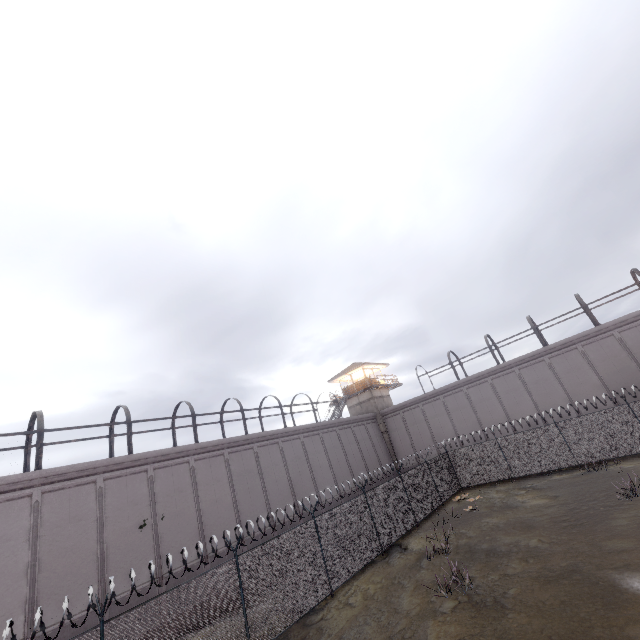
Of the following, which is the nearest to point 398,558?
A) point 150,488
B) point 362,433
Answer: point 150,488

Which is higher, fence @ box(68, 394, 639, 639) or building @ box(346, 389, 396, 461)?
building @ box(346, 389, 396, 461)

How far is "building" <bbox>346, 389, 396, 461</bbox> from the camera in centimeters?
3603cm

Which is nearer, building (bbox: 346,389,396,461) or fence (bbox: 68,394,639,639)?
fence (bbox: 68,394,639,639)

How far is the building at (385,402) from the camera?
36.03m

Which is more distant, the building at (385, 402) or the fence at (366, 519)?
the building at (385, 402)
